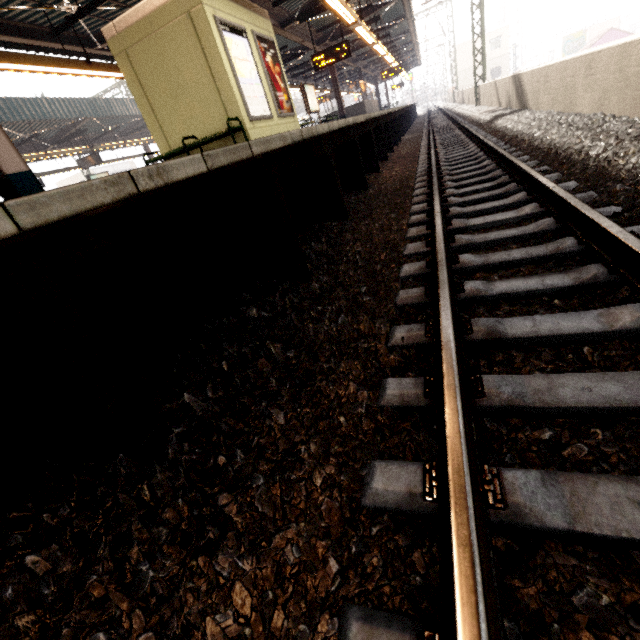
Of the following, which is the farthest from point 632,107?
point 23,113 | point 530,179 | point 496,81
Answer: point 23,113

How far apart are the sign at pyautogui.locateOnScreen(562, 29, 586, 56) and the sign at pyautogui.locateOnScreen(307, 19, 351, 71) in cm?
5034

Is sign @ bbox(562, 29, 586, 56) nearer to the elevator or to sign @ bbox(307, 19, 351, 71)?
sign @ bbox(307, 19, 351, 71)

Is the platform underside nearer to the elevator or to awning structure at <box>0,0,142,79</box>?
the elevator

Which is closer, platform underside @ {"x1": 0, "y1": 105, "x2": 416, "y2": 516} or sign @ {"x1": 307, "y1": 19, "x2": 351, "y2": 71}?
platform underside @ {"x1": 0, "y1": 105, "x2": 416, "y2": 516}

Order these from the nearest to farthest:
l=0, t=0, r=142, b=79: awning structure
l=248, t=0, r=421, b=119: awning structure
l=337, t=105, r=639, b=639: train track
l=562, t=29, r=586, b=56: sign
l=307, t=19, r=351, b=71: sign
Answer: l=337, t=105, r=639, b=639: train track
l=0, t=0, r=142, b=79: awning structure
l=248, t=0, r=421, b=119: awning structure
l=307, t=19, r=351, b=71: sign
l=562, t=29, r=586, b=56: sign

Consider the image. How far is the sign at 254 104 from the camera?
6.4 meters

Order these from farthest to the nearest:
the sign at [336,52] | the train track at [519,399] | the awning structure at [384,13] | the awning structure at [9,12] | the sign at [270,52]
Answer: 1. the sign at [336,52]
2. the awning structure at [384,13]
3. the sign at [270,52]
4. the awning structure at [9,12]
5. the train track at [519,399]
